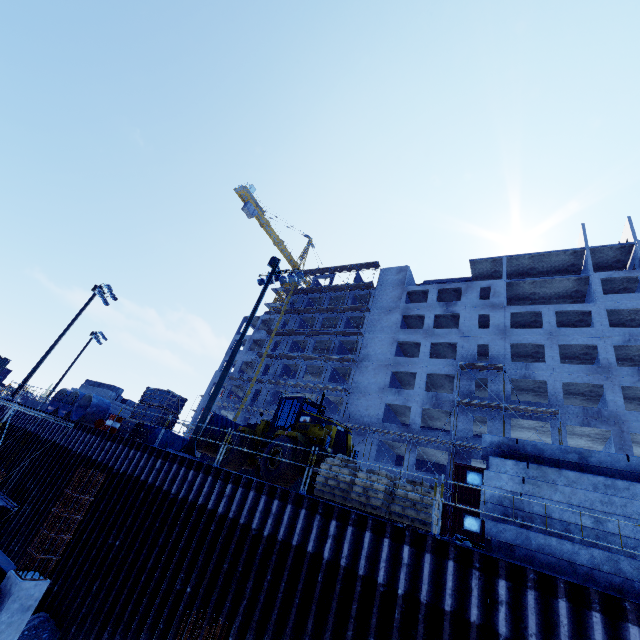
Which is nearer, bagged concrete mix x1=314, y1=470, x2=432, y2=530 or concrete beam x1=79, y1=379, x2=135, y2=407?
bagged concrete mix x1=314, y1=470, x2=432, y2=530

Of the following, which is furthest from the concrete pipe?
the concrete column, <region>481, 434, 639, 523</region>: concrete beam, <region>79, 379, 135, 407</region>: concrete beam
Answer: <region>481, 434, 639, 523</region>: concrete beam

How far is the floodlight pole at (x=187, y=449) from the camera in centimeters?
1358cm

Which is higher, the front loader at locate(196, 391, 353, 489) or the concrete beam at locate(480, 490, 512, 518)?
the front loader at locate(196, 391, 353, 489)

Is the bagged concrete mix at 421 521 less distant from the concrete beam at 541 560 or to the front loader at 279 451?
the front loader at 279 451

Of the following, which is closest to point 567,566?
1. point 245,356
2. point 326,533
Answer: point 326,533

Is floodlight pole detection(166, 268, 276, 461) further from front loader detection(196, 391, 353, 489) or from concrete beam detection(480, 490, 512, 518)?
concrete beam detection(480, 490, 512, 518)

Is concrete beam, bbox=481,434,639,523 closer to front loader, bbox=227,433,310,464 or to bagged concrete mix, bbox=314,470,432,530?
bagged concrete mix, bbox=314,470,432,530
